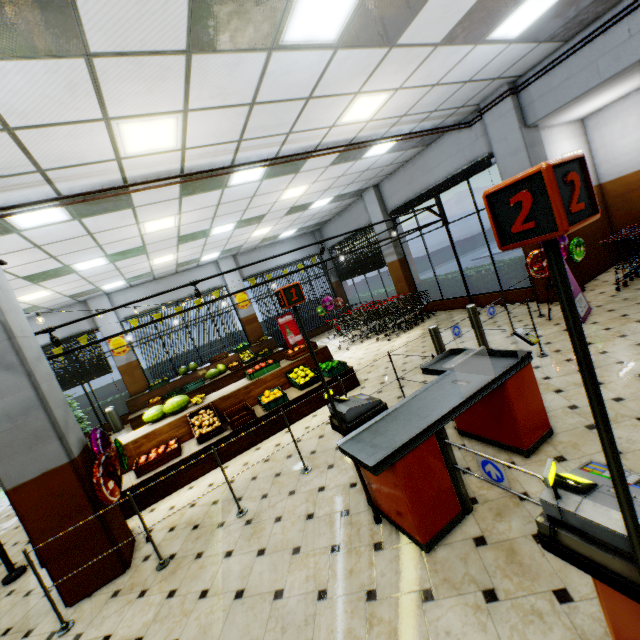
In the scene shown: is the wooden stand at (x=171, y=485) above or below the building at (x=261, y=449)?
above

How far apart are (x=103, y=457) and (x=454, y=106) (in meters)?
9.04

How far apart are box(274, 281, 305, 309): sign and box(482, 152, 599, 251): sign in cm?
204

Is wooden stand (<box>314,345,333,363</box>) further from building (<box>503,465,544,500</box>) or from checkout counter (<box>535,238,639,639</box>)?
checkout counter (<box>535,238,639,639</box>)

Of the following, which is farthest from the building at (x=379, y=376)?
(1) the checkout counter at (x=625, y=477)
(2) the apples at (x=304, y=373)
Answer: (2) the apples at (x=304, y=373)

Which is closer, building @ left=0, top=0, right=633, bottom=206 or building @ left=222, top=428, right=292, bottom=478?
building @ left=0, top=0, right=633, bottom=206

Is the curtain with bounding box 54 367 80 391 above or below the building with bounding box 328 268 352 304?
above

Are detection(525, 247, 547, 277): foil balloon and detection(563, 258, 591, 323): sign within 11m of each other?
yes
